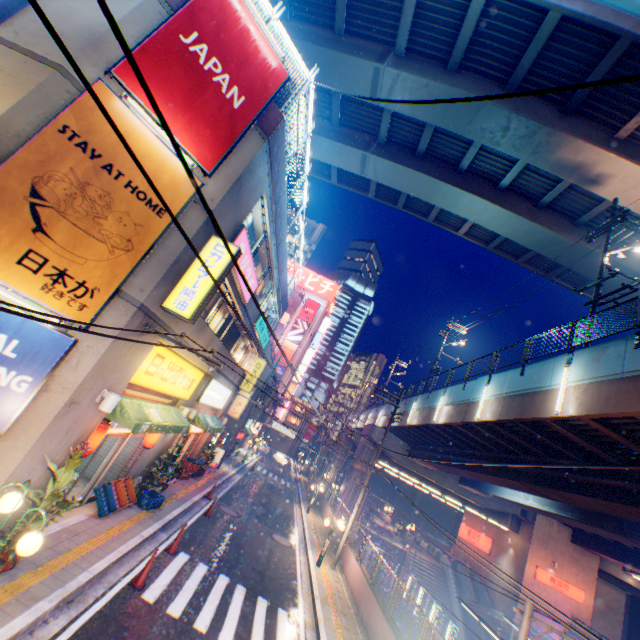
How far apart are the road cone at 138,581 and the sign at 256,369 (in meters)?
13.59

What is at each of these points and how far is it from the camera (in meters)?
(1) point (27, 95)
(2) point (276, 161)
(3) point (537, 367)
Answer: (1) building, 5.96
(2) concrete block, 10.73
(3) overpass support, 13.18

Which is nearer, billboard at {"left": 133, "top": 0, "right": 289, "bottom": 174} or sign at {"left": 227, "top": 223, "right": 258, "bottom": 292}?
billboard at {"left": 133, "top": 0, "right": 289, "bottom": 174}

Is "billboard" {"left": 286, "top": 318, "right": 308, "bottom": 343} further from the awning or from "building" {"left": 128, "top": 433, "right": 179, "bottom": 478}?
the awning

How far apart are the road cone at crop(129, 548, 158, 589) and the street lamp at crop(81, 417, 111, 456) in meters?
3.1 m

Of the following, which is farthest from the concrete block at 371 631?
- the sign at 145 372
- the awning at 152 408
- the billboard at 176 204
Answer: the billboard at 176 204

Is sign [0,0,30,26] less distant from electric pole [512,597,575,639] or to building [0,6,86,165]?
building [0,6,86,165]

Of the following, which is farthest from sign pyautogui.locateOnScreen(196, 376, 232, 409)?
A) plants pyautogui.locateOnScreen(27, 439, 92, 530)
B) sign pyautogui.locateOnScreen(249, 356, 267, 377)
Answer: plants pyautogui.locateOnScreen(27, 439, 92, 530)
